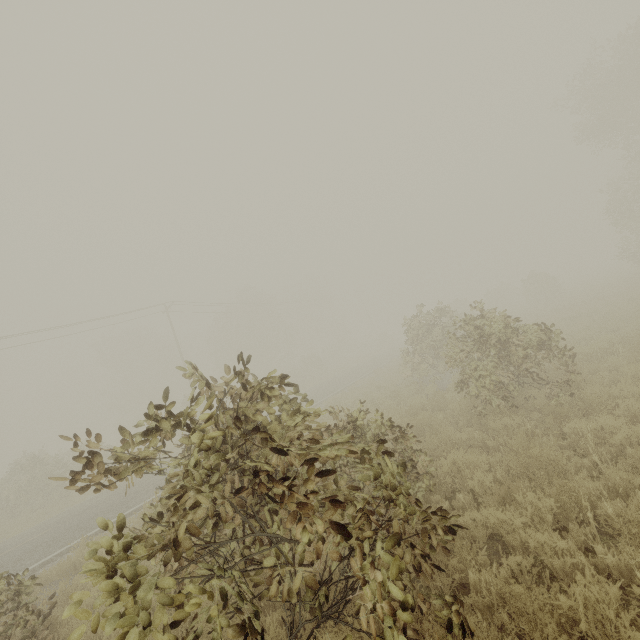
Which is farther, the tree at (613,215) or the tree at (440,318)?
the tree at (613,215)

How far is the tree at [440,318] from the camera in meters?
8.1

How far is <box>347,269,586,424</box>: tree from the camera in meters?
8.1

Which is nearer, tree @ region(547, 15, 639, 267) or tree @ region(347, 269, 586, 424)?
tree @ region(347, 269, 586, 424)

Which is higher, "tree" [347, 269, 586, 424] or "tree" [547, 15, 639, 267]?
"tree" [547, 15, 639, 267]

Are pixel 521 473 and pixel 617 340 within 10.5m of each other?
yes
